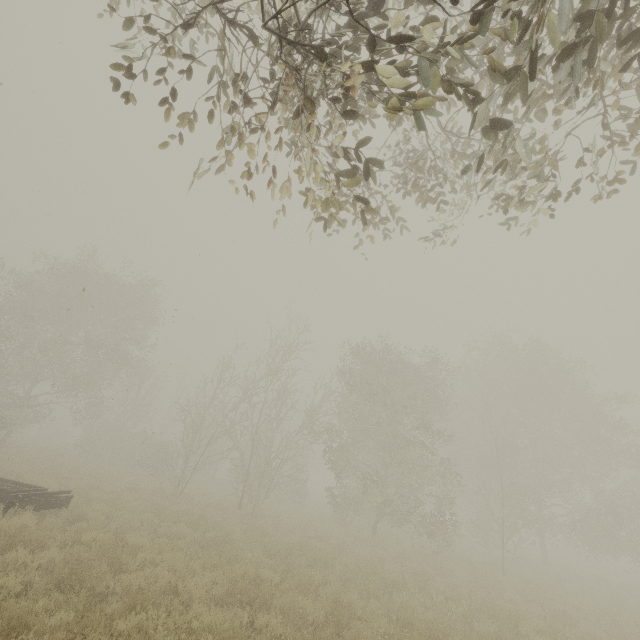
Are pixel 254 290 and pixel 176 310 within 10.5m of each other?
yes

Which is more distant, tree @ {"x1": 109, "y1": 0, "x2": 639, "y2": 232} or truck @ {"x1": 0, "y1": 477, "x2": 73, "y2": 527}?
truck @ {"x1": 0, "y1": 477, "x2": 73, "y2": 527}

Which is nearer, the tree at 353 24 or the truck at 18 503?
the tree at 353 24

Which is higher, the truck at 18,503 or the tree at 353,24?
the tree at 353,24

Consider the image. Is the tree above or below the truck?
above
